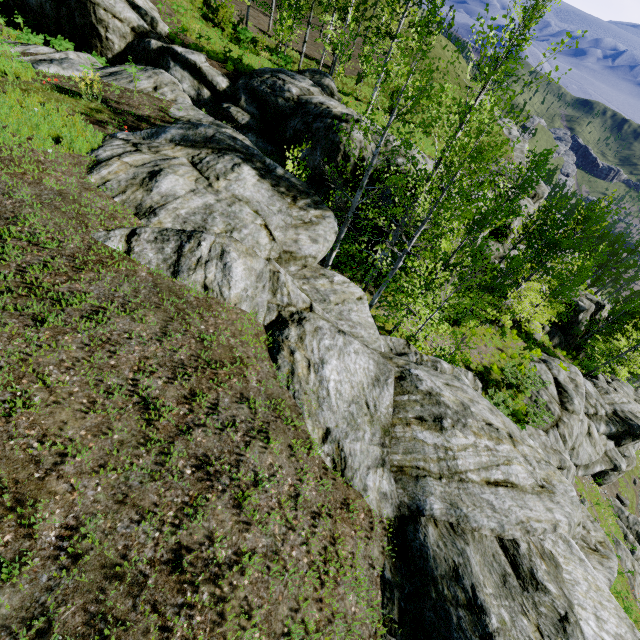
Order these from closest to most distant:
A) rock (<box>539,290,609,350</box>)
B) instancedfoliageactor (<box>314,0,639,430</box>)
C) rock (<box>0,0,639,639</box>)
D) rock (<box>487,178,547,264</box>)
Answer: rock (<box>0,0,639,639</box>) → instancedfoliageactor (<box>314,0,639,430</box>) → rock (<box>487,178,547,264</box>) → rock (<box>539,290,609,350</box>)

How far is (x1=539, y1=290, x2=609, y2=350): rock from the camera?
34.0 meters

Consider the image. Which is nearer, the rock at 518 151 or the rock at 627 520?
the rock at 627 520

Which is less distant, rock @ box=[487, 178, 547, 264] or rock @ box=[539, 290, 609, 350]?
rock @ box=[487, 178, 547, 264]

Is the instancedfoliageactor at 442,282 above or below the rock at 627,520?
above

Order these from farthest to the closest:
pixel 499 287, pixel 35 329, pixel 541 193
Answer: pixel 541 193, pixel 499 287, pixel 35 329

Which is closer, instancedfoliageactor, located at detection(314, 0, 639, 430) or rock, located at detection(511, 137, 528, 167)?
instancedfoliageactor, located at detection(314, 0, 639, 430)
